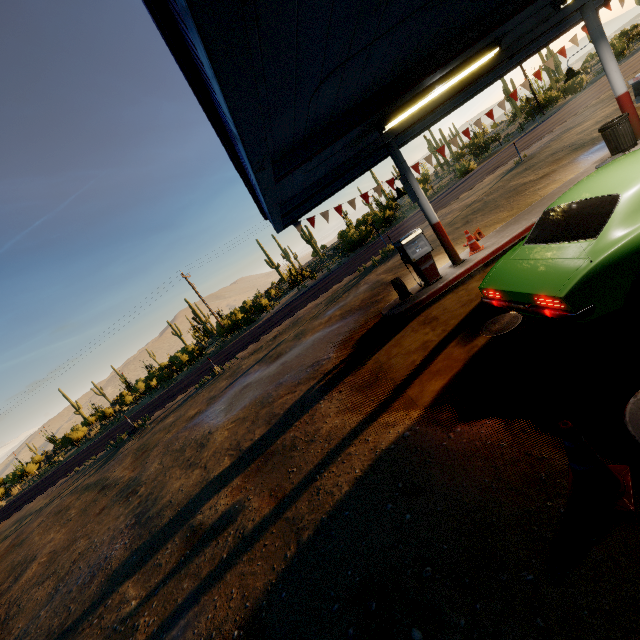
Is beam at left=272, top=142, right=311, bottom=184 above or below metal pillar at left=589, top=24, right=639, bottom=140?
above

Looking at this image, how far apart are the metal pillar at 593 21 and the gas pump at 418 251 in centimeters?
669cm

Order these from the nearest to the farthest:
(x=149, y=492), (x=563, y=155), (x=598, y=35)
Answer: (x=598, y=35), (x=149, y=492), (x=563, y=155)

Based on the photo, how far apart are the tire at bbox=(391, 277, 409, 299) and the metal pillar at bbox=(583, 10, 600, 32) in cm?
776

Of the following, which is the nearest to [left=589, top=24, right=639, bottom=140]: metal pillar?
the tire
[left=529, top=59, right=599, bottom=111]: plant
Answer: the tire

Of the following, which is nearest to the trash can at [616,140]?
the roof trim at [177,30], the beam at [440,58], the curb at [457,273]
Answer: the curb at [457,273]

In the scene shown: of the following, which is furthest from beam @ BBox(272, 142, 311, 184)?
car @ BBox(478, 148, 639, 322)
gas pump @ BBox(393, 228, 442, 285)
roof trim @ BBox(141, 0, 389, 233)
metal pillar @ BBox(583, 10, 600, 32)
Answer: gas pump @ BBox(393, 228, 442, 285)

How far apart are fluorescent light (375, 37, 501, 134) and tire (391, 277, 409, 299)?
3.6 meters
